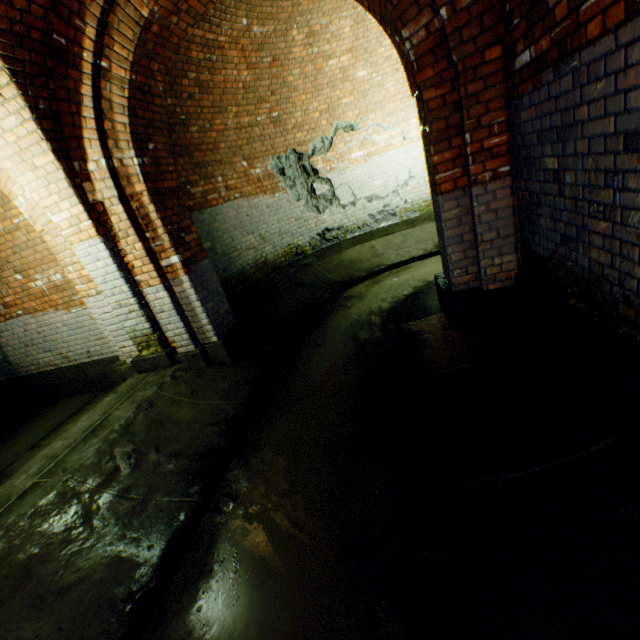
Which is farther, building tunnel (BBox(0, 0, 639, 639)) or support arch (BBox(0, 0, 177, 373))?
support arch (BBox(0, 0, 177, 373))

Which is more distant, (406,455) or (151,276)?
(151,276)

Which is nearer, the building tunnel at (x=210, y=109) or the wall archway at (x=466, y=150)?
the building tunnel at (x=210, y=109)

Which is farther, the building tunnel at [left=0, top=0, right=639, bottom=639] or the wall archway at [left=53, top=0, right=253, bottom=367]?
the wall archway at [left=53, top=0, right=253, bottom=367]
